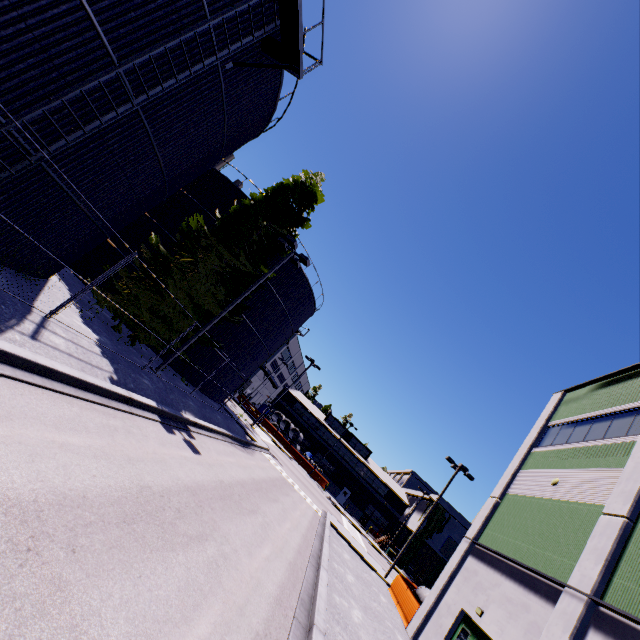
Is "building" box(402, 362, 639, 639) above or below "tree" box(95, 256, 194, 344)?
above

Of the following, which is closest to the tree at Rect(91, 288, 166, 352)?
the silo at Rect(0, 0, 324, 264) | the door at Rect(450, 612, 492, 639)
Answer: the silo at Rect(0, 0, 324, 264)

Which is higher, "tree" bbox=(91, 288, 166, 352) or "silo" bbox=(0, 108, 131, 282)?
"silo" bbox=(0, 108, 131, 282)

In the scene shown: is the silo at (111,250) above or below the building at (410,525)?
below

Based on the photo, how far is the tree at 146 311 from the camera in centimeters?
1593cm

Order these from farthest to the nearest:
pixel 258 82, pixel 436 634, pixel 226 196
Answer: pixel 226 196 < pixel 436 634 < pixel 258 82

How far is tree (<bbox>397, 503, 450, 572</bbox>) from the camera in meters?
43.0 m
